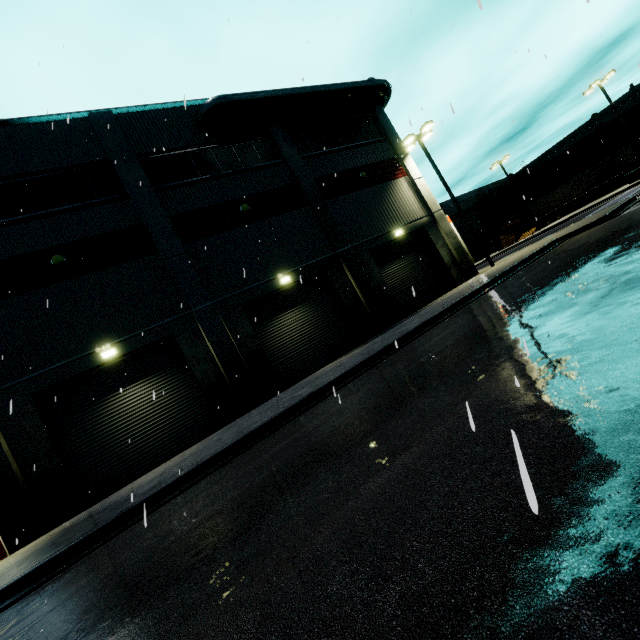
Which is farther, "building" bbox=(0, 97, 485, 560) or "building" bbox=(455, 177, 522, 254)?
"building" bbox=(455, 177, 522, 254)

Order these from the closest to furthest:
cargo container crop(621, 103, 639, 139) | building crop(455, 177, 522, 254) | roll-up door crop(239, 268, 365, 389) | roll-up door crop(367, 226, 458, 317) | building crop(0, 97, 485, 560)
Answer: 1. building crop(0, 97, 485, 560)
2. roll-up door crop(239, 268, 365, 389)
3. roll-up door crop(367, 226, 458, 317)
4. cargo container crop(621, 103, 639, 139)
5. building crop(455, 177, 522, 254)

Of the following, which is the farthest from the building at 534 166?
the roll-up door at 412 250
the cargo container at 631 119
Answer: the cargo container at 631 119

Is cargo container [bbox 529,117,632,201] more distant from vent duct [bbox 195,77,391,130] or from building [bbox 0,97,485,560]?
vent duct [bbox 195,77,391,130]

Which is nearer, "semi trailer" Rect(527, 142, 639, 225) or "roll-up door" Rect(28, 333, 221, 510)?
"roll-up door" Rect(28, 333, 221, 510)

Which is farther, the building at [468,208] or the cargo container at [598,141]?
the building at [468,208]

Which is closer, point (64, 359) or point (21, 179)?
point (64, 359)
